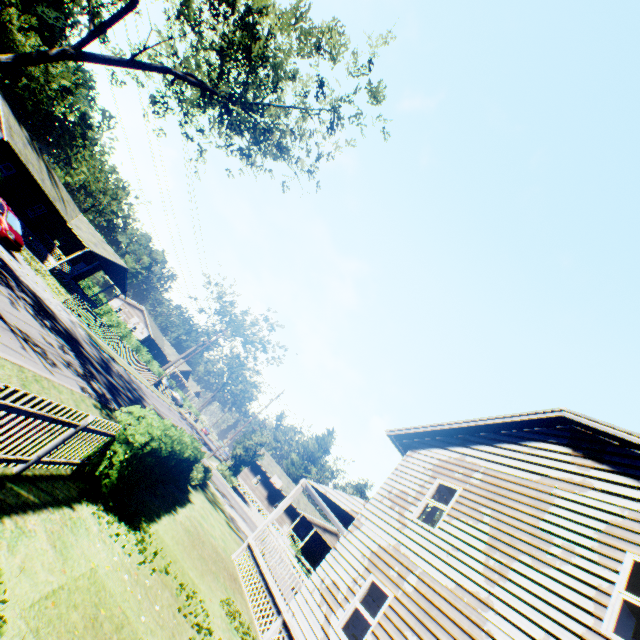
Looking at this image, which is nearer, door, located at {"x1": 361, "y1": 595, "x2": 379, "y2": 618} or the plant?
door, located at {"x1": 361, "y1": 595, "x2": 379, "y2": 618}

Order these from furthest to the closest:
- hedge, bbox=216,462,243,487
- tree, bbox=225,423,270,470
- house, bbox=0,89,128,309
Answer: tree, bbox=225,423,270,470 < hedge, bbox=216,462,243,487 < house, bbox=0,89,128,309

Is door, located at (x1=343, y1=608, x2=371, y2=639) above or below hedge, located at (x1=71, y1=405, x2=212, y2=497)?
above

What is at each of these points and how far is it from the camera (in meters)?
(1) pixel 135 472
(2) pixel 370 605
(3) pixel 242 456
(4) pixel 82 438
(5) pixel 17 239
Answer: (1) hedge, 7.89
(2) door, 11.12
(3) tree, 38.12
(4) fence, 6.23
(5) car, 20.28

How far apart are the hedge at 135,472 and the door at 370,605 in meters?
7.6

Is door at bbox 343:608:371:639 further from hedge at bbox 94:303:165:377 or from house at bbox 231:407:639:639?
hedge at bbox 94:303:165:377

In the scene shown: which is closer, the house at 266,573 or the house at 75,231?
the house at 266,573

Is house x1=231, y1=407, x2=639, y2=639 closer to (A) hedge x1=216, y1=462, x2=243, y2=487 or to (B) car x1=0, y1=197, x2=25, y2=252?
(A) hedge x1=216, y1=462, x2=243, y2=487
